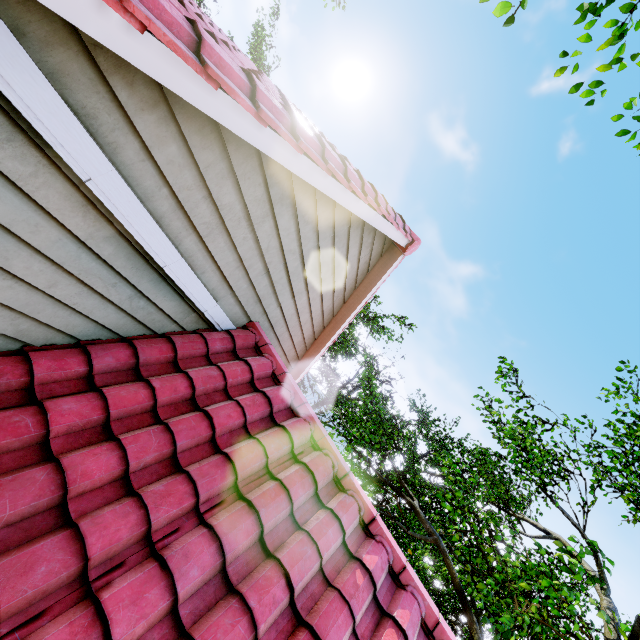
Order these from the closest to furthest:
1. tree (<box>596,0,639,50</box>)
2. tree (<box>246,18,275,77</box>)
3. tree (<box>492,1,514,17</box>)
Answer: tree (<box>492,1,514,17</box>) < tree (<box>596,0,639,50</box>) < tree (<box>246,18,275,77</box>)

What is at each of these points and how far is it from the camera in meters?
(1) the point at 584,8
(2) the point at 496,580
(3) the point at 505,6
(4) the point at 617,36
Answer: (1) tree, 5.0
(2) tree, 7.7
(3) tree, 4.0
(4) tree, 5.4

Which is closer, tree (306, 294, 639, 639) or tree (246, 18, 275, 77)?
tree (306, 294, 639, 639)

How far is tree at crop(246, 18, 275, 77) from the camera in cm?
1692

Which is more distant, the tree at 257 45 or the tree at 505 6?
the tree at 257 45
